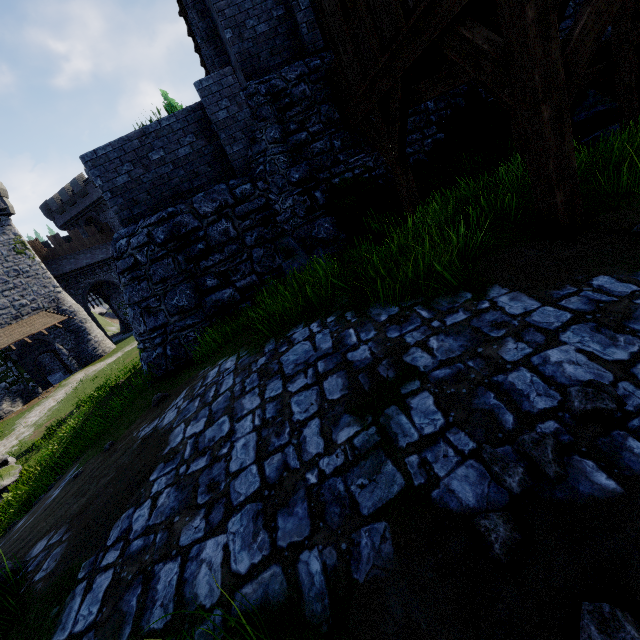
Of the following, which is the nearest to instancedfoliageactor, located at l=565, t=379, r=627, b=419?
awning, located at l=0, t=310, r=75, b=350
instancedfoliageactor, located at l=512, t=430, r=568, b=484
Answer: instancedfoliageactor, located at l=512, t=430, r=568, b=484

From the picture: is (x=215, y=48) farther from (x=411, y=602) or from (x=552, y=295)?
(x=411, y=602)

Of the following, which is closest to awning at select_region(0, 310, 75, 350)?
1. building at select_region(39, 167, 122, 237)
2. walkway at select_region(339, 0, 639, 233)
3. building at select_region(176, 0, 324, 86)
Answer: building at select_region(39, 167, 122, 237)

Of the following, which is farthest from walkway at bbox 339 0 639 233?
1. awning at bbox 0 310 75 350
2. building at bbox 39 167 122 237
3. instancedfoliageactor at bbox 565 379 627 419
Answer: building at bbox 39 167 122 237

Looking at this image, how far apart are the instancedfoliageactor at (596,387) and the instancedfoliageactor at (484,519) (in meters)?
0.70

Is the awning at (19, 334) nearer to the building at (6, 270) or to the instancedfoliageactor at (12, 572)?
the building at (6, 270)

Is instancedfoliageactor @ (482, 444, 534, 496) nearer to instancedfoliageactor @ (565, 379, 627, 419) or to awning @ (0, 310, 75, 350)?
instancedfoliageactor @ (565, 379, 627, 419)

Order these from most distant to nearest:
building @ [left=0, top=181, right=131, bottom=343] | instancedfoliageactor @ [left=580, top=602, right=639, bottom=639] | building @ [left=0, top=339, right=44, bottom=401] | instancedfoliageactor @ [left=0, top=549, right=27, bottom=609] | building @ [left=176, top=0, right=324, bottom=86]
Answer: building @ [left=0, top=181, right=131, bottom=343], building @ [left=0, top=339, right=44, bottom=401], building @ [left=176, top=0, right=324, bottom=86], instancedfoliageactor @ [left=0, top=549, right=27, bottom=609], instancedfoliageactor @ [left=580, top=602, right=639, bottom=639]
